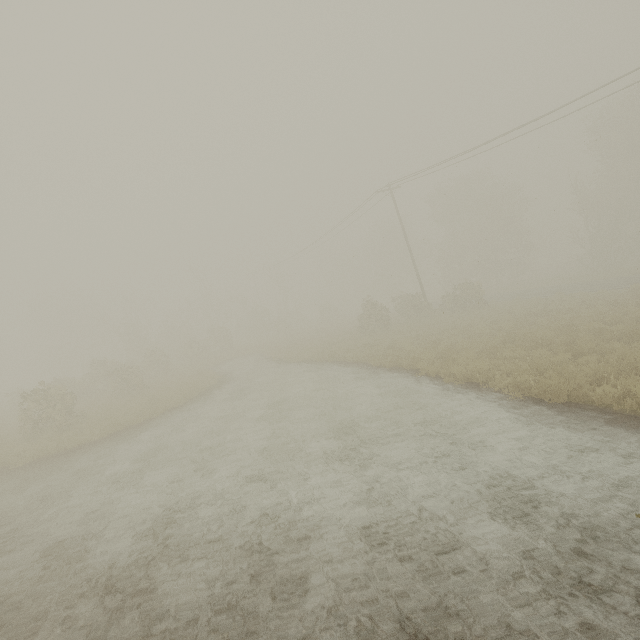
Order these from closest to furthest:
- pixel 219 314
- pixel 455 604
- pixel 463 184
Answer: pixel 455 604 < pixel 463 184 < pixel 219 314

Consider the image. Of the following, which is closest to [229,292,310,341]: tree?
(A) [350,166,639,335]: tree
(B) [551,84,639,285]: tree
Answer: (A) [350,166,639,335]: tree

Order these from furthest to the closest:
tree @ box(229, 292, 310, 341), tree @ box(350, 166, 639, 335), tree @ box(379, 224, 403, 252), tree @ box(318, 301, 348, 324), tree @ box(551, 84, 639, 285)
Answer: tree @ box(379, 224, 403, 252) → tree @ box(318, 301, 348, 324) → tree @ box(229, 292, 310, 341) → tree @ box(551, 84, 639, 285) → tree @ box(350, 166, 639, 335)

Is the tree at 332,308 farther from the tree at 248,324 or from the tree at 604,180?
the tree at 248,324

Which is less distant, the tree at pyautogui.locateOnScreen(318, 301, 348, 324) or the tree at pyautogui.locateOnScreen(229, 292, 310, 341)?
the tree at pyautogui.locateOnScreen(229, 292, 310, 341)
